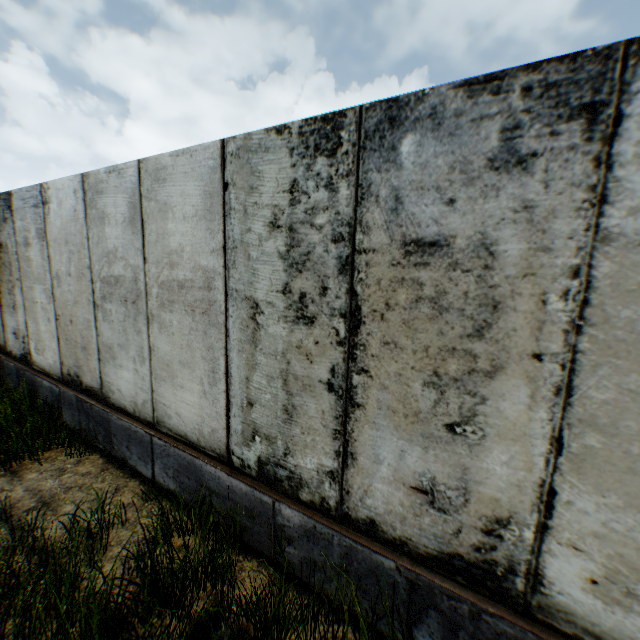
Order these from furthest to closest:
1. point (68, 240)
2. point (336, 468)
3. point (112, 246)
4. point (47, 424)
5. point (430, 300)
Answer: point (47, 424) < point (68, 240) < point (112, 246) < point (336, 468) < point (430, 300)
